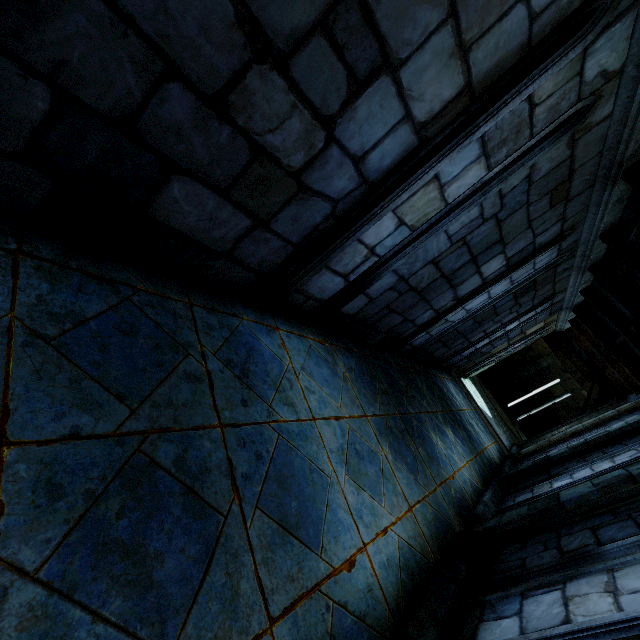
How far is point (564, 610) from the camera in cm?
202
